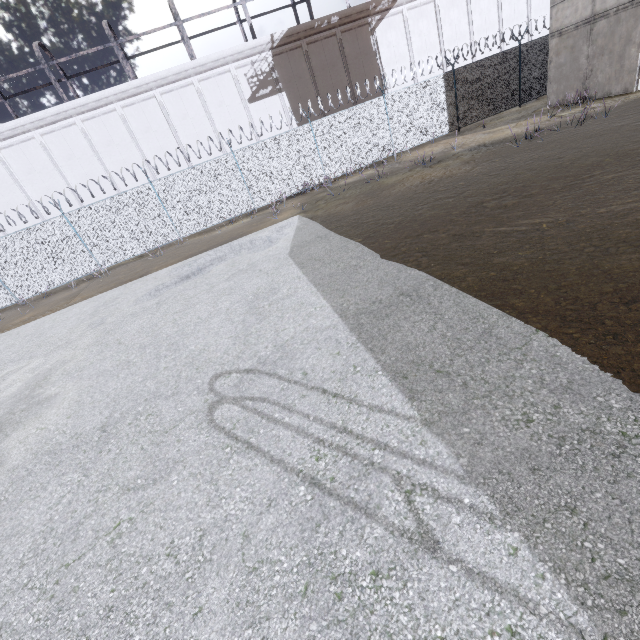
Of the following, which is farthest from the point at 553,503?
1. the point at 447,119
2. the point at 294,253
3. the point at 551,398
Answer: the point at 447,119

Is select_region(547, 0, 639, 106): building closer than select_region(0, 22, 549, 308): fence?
Yes

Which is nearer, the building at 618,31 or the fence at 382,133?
the building at 618,31
